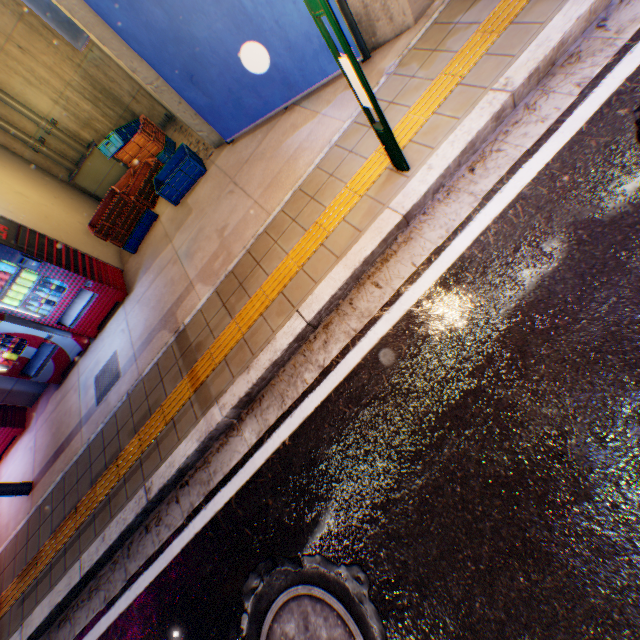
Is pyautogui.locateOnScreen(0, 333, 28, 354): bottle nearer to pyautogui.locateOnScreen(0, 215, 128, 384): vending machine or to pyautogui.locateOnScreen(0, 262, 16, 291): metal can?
pyautogui.locateOnScreen(0, 215, 128, 384): vending machine

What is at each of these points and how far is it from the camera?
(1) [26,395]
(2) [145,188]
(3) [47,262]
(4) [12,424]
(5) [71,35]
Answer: (1) ventilation tube, 6.5m
(2) plastic crate, 6.5m
(3) vending machine, 4.9m
(4) vending machine, 6.2m
(5) sign, 5.4m

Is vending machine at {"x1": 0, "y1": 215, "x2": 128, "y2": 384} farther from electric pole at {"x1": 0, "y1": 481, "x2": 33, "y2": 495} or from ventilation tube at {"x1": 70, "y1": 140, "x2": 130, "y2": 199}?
ventilation tube at {"x1": 70, "y1": 140, "x2": 130, "y2": 199}

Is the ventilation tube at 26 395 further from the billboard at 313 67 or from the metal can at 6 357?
the billboard at 313 67

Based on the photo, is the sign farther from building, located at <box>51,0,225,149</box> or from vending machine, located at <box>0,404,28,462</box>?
vending machine, located at <box>0,404,28,462</box>

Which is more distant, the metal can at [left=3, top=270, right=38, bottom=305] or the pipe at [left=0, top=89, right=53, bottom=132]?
the pipe at [left=0, top=89, right=53, bottom=132]

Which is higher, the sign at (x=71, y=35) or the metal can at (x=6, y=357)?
the sign at (x=71, y=35)

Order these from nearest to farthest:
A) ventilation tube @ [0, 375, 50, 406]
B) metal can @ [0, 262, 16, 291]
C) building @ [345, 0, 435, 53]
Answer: building @ [345, 0, 435, 53], metal can @ [0, 262, 16, 291], ventilation tube @ [0, 375, 50, 406]
